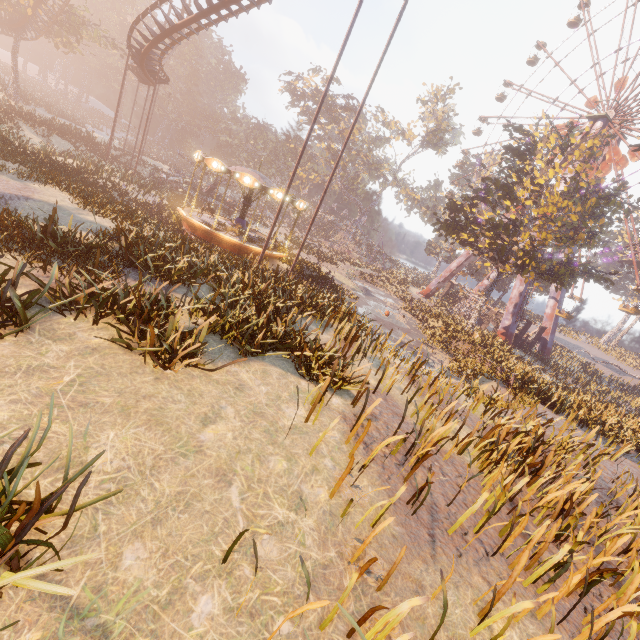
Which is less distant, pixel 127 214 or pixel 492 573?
pixel 492 573

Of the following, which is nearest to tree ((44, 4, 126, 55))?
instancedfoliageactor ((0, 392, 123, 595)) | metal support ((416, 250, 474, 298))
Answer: instancedfoliageactor ((0, 392, 123, 595))

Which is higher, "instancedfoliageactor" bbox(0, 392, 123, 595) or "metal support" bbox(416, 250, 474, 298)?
"metal support" bbox(416, 250, 474, 298)

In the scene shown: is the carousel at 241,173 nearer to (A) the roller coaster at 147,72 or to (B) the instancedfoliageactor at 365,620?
(B) the instancedfoliageactor at 365,620

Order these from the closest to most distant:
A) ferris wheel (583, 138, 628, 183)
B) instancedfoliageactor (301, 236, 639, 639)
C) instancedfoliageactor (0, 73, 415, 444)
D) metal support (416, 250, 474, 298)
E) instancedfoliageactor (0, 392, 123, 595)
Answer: instancedfoliageactor (0, 392, 123, 595) → instancedfoliageactor (301, 236, 639, 639) → instancedfoliageactor (0, 73, 415, 444) → ferris wheel (583, 138, 628, 183) → metal support (416, 250, 474, 298)

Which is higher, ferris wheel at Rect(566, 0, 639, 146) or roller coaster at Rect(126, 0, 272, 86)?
ferris wheel at Rect(566, 0, 639, 146)

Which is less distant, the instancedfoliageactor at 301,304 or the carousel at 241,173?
the instancedfoliageactor at 301,304

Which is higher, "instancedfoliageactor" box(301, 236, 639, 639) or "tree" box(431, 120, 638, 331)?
"tree" box(431, 120, 638, 331)
